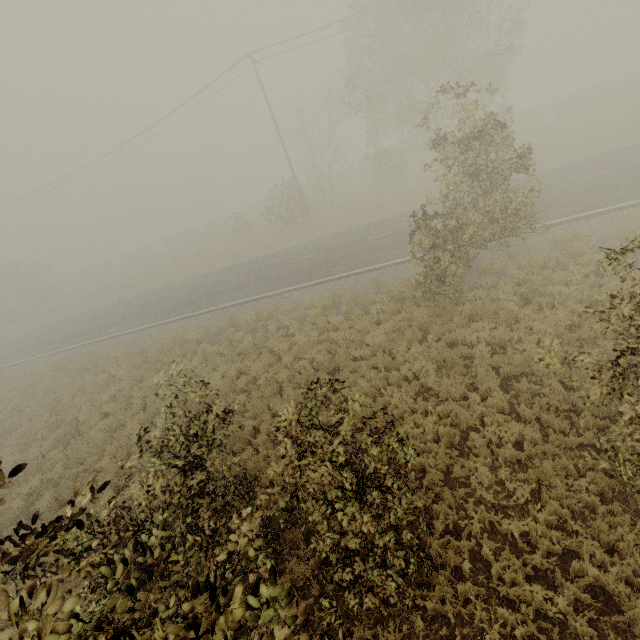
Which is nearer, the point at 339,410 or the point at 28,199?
the point at 339,410

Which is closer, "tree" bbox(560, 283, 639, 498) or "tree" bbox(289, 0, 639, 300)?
"tree" bbox(560, 283, 639, 498)

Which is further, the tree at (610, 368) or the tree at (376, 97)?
the tree at (376, 97)
